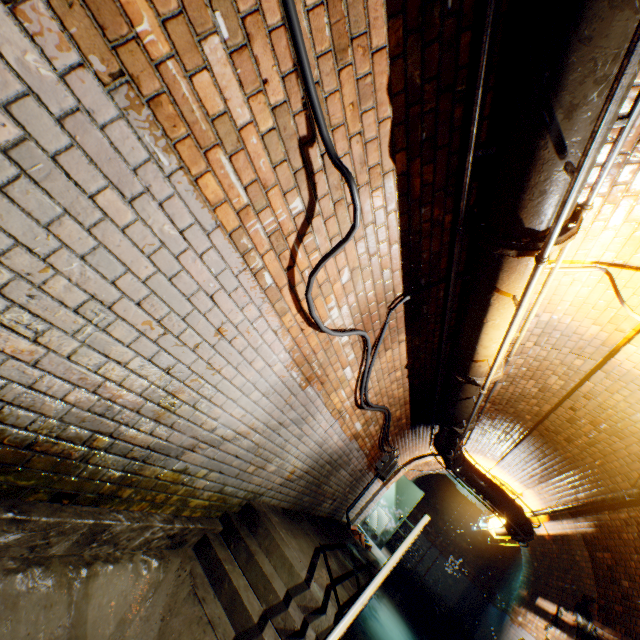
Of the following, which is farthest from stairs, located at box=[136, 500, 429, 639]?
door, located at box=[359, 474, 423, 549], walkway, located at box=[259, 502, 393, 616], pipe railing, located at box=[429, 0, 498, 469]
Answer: door, located at box=[359, 474, 423, 549]

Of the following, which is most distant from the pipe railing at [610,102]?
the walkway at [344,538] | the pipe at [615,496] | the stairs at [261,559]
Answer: the stairs at [261,559]

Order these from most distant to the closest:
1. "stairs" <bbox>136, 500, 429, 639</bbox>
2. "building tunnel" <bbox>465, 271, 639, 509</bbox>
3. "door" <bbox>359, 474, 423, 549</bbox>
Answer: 1. "door" <bbox>359, 474, 423, 549</bbox>
2. "building tunnel" <bbox>465, 271, 639, 509</bbox>
3. "stairs" <bbox>136, 500, 429, 639</bbox>

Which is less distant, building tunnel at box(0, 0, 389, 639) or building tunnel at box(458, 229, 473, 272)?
building tunnel at box(0, 0, 389, 639)

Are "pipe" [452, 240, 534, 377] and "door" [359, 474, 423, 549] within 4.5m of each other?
no

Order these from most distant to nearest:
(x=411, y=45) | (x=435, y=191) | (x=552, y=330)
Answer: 1. (x=552, y=330)
2. (x=435, y=191)
3. (x=411, y=45)

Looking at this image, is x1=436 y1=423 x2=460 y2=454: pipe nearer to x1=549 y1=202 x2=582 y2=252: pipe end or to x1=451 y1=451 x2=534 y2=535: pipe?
x1=451 y1=451 x2=534 y2=535: pipe

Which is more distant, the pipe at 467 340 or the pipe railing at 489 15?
the pipe at 467 340
